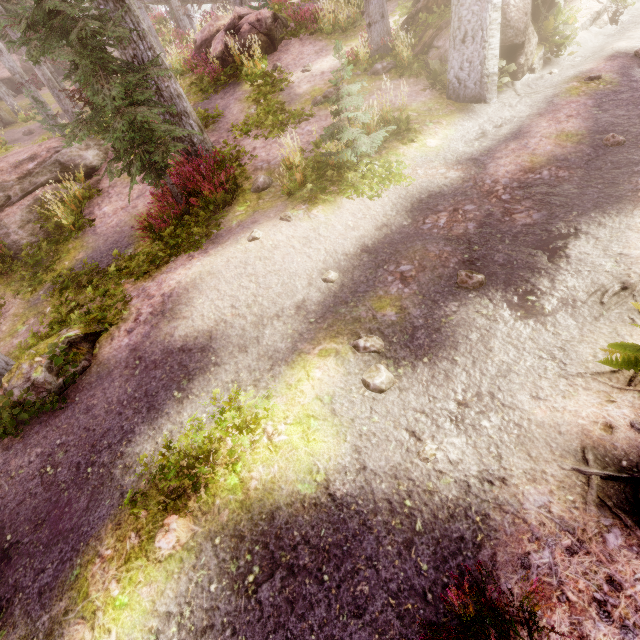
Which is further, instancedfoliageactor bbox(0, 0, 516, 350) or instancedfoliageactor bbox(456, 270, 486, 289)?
instancedfoliageactor bbox(0, 0, 516, 350)

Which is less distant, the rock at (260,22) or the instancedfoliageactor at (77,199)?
the instancedfoliageactor at (77,199)

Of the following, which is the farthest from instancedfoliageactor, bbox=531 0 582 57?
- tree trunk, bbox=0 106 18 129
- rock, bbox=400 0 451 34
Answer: tree trunk, bbox=0 106 18 129

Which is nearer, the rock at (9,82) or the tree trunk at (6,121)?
the tree trunk at (6,121)

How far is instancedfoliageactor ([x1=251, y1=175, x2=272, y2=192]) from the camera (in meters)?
8.61

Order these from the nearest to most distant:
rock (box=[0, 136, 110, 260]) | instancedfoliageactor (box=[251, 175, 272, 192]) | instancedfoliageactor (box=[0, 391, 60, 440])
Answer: instancedfoliageactor (box=[0, 391, 60, 440])
instancedfoliageactor (box=[251, 175, 272, 192])
rock (box=[0, 136, 110, 260])

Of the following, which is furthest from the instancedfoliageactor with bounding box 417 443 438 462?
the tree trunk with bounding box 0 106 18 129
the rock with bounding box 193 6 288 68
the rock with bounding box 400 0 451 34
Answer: the rock with bounding box 193 6 288 68

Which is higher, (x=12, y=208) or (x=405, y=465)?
(x=12, y=208)
